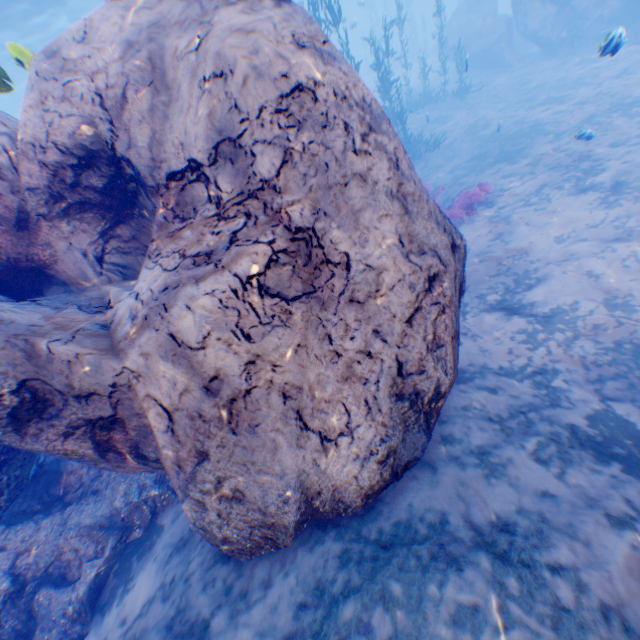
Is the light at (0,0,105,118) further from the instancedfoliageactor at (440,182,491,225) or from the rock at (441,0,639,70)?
the instancedfoliageactor at (440,182,491,225)

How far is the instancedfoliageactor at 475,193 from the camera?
9.9 meters

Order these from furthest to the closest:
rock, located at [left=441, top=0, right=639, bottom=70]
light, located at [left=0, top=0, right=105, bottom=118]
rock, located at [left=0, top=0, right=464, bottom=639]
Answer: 1. rock, located at [left=441, top=0, right=639, bottom=70]
2. light, located at [left=0, top=0, right=105, bottom=118]
3. rock, located at [left=0, top=0, right=464, bottom=639]

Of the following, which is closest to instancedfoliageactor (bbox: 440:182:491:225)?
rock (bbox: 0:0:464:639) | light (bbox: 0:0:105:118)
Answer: rock (bbox: 0:0:464:639)

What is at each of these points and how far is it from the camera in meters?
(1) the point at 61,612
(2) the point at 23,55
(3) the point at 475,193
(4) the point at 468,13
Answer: (1) rock, 4.9
(2) light, 5.1
(3) instancedfoliageactor, 10.4
(4) rock, 23.2

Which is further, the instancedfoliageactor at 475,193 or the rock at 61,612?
the instancedfoliageactor at 475,193
